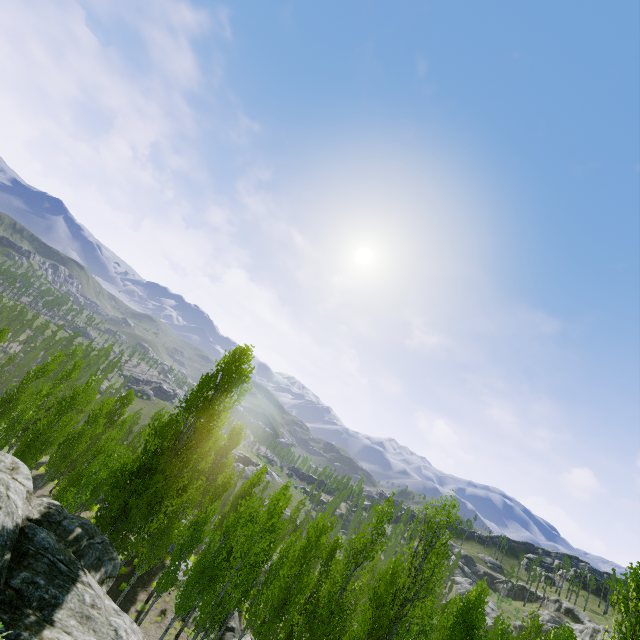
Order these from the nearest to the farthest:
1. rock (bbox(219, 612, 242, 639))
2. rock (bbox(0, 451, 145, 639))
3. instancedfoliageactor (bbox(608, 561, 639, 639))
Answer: rock (bbox(0, 451, 145, 639))
instancedfoliageactor (bbox(608, 561, 639, 639))
rock (bbox(219, 612, 242, 639))

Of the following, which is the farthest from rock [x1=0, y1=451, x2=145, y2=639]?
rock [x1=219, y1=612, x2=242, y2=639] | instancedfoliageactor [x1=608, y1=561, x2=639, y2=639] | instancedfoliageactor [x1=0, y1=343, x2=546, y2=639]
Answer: rock [x1=219, y1=612, x2=242, y2=639]

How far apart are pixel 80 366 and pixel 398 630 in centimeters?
3844cm

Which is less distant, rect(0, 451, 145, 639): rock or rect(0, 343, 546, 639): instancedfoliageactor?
rect(0, 451, 145, 639): rock

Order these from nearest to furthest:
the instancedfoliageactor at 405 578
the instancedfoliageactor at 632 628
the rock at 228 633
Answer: the instancedfoliageactor at 632 628, the instancedfoliageactor at 405 578, the rock at 228 633

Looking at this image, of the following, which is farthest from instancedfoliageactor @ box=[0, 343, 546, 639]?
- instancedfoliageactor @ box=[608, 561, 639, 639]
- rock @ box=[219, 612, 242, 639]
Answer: instancedfoliageactor @ box=[608, 561, 639, 639]

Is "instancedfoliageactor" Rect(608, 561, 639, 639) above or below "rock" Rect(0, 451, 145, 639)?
above

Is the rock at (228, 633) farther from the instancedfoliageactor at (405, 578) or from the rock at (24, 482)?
the rock at (24, 482)
